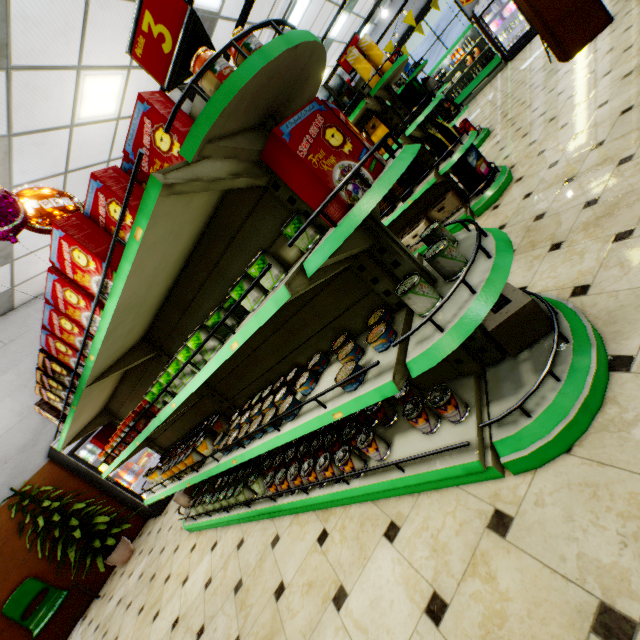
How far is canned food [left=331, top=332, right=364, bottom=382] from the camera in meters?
1.6

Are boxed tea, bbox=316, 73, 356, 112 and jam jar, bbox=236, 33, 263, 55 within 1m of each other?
no

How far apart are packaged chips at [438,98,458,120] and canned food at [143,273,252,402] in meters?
7.0

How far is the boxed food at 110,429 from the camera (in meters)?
4.18

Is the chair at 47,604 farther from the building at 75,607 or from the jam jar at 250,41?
the jam jar at 250,41

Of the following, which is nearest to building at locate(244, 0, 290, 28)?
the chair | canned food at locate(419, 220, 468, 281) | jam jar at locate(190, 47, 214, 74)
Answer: the chair

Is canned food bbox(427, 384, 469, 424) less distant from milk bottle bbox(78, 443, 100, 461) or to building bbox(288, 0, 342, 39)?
building bbox(288, 0, 342, 39)

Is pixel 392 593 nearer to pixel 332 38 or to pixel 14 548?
pixel 14 548
